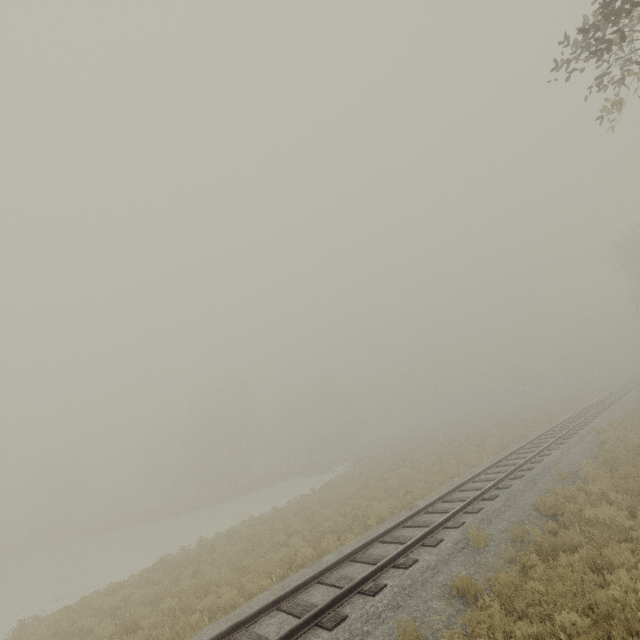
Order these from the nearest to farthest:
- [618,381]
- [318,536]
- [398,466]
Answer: [318,536]
[398,466]
[618,381]
